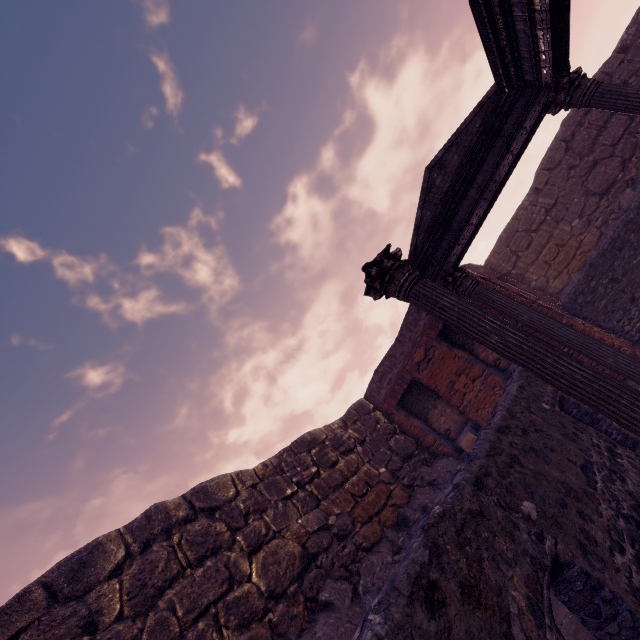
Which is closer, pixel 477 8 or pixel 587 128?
pixel 477 8

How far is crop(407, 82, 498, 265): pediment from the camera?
5.97m

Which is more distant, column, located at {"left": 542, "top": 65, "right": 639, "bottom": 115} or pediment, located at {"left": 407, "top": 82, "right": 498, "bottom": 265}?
pediment, located at {"left": 407, "top": 82, "right": 498, "bottom": 265}

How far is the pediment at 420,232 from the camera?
5.97m

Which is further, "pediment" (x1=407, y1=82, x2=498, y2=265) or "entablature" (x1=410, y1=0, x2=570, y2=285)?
"pediment" (x1=407, y1=82, x2=498, y2=265)

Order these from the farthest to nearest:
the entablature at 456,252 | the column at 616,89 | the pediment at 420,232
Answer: the pediment at 420,232 < the column at 616,89 < the entablature at 456,252

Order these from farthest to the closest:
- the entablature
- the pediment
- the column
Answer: the pediment, the column, the entablature

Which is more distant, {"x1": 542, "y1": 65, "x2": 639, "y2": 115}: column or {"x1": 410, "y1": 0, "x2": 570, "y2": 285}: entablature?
{"x1": 542, "y1": 65, "x2": 639, "y2": 115}: column
